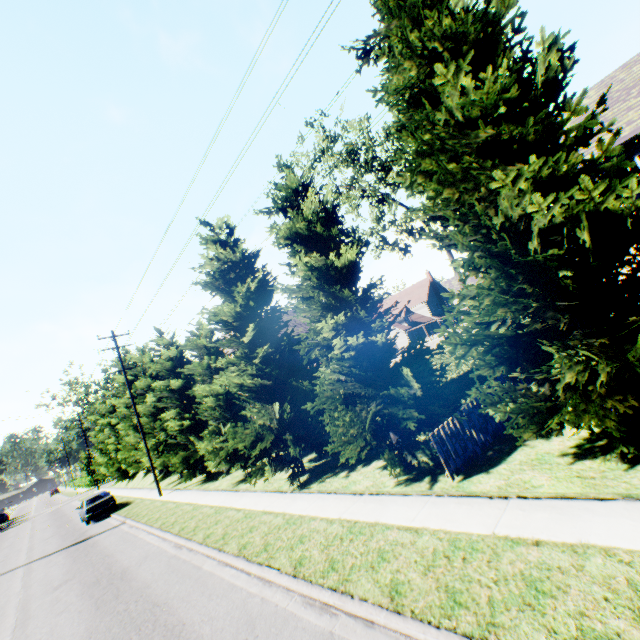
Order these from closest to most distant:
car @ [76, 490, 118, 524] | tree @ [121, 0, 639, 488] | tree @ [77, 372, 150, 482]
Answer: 1. tree @ [121, 0, 639, 488]
2. car @ [76, 490, 118, 524]
3. tree @ [77, 372, 150, 482]

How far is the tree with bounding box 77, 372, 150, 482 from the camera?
28.4 meters

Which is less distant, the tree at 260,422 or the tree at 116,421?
the tree at 260,422

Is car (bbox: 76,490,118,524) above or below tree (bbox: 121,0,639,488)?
below

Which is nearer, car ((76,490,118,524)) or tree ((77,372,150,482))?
car ((76,490,118,524))

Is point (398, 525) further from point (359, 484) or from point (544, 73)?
point (544, 73)

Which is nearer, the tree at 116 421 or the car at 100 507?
the car at 100 507
